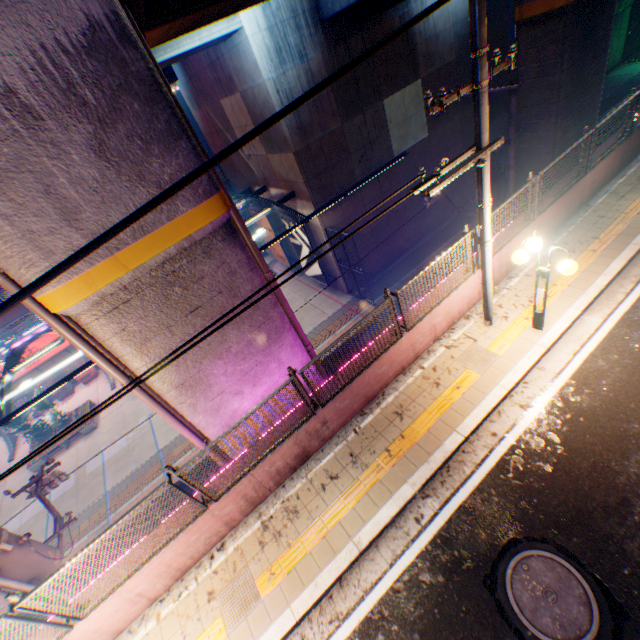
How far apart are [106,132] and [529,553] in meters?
8.5 m

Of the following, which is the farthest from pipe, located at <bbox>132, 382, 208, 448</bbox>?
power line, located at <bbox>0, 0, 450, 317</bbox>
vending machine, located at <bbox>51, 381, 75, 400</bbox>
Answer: vending machine, located at <bbox>51, 381, 75, 400</bbox>

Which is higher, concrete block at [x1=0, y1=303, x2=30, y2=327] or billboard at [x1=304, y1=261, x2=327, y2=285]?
concrete block at [x1=0, y1=303, x2=30, y2=327]

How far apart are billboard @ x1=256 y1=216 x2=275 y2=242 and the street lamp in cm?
1768

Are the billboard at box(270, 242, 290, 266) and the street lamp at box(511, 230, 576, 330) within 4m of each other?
no

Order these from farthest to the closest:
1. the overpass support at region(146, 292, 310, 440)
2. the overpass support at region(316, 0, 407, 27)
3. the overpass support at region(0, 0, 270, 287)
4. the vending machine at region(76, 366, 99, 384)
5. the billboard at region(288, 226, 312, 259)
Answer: the vending machine at region(76, 366, 99, 384), the billboard at region(288, 226, 312, 259), the overpass support at region(316, 0, 407, 27), the overpass support at region(146, 292, 310, 440), the overpass support at region(0, 0, 270, 287)

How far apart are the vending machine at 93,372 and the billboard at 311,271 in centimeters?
1772cm

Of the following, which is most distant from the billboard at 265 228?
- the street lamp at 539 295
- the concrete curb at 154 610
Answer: the street lamp at 539 295
